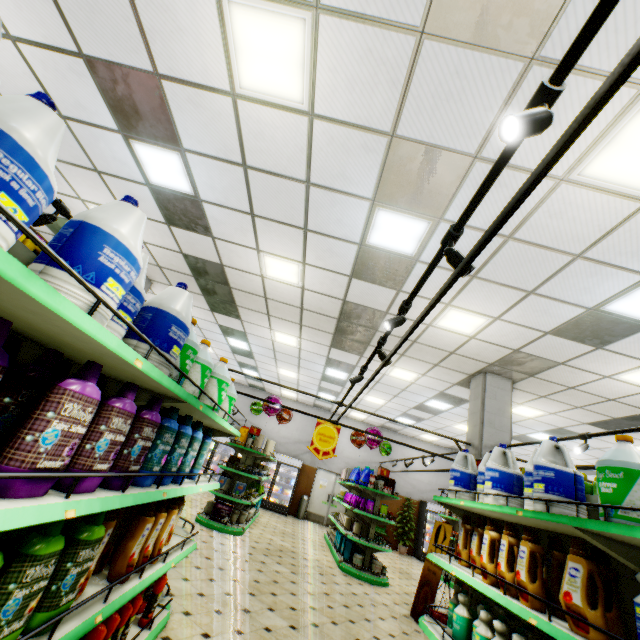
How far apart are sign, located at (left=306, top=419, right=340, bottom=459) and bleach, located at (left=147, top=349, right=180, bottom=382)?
5.5m

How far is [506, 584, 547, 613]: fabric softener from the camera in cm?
213

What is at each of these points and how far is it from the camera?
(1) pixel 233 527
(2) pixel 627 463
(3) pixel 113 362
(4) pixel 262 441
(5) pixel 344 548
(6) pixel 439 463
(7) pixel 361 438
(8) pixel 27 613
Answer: (1) shelf, 7.80m
(2) bleach, 1.92m
(3) shelf, 1.43m
(4) boxed pet food, 9.12m
(5) boxed pet food, 8.67m
(6) building, 16.17m
(7) foil balloon, 11.08m
(8) fabric softener, 1.29m

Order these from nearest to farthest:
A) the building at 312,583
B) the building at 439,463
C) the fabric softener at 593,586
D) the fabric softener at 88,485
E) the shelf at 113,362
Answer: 1. the shelf at 113,362
2. the fabric softener at 88,485
3. the fabric softener at 593,586
4. the building at 312,583
5. the building at 439,463

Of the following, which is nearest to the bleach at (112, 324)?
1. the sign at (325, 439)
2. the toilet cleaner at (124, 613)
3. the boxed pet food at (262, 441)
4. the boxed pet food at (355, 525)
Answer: the toilet cleaner at (124, 613)

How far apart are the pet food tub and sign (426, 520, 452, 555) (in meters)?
4.50

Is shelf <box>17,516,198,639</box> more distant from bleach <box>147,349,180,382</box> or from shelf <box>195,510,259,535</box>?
shelf <box>195,510,259,535</box>

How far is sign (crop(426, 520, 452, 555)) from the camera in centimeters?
605cm
